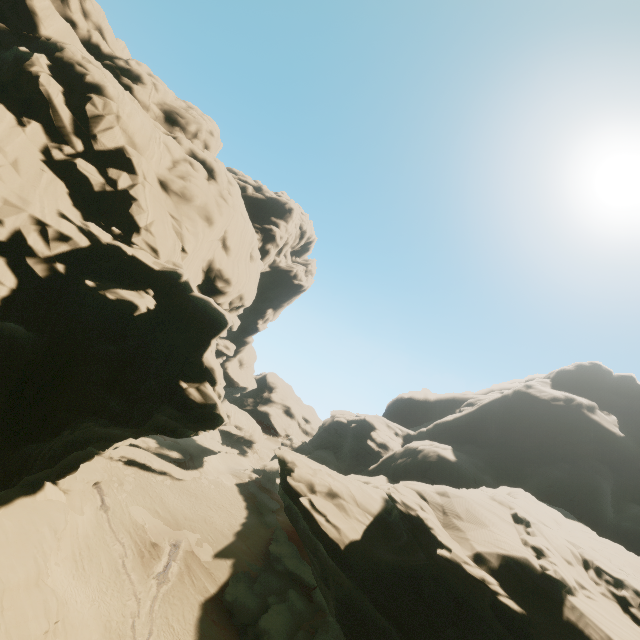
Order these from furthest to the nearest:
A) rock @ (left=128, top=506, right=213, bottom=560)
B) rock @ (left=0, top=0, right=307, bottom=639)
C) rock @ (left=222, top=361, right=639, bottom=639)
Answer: rock @ (left=128, top=506, right=213, bottom=560) → rock @ (left=222, top=361, right=639, bottom=639) → rock @ (left=0, top=0, right=307, bottom=639)

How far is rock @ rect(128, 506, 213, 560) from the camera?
32.6 meters

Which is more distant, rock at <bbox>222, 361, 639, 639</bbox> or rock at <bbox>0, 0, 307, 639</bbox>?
rock at <bbox>222, 361, 639, 639</bbox>

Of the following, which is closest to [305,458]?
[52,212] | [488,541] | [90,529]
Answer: [488,541]

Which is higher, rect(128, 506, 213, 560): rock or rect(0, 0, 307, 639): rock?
rect(0, 0, 307, 639): rock

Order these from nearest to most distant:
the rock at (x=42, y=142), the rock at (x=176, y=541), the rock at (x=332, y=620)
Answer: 1. the rock at (x=42, y=142)
2. the rock at (x=332, y=620)
3. the rock at (x=176, y=541)

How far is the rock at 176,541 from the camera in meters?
32.6
